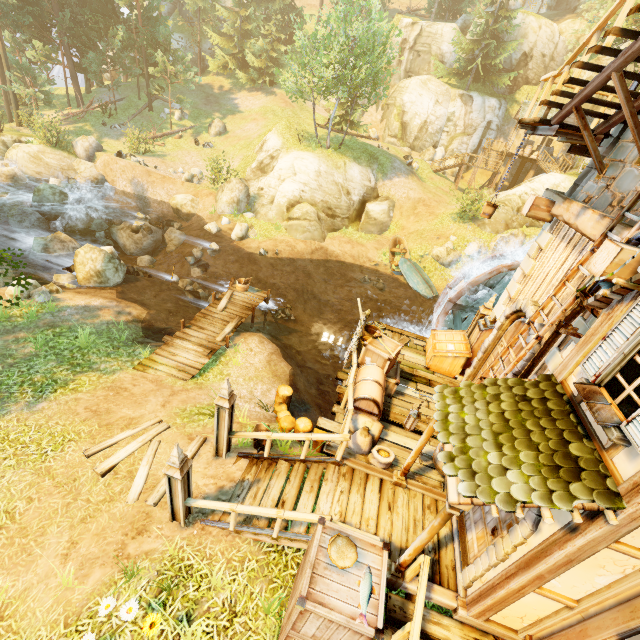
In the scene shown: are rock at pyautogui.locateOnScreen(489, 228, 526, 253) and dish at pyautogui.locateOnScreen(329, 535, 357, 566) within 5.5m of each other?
no

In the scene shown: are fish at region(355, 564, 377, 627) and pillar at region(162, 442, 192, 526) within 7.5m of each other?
yes

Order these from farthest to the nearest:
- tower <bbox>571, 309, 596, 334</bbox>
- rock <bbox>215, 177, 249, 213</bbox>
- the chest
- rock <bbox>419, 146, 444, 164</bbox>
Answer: rock <bbox>419, 146, 444, 164</bbox>, rock <bbox>215, 177, 249, 213</bbox>, the chest, tower <bbox>571, 309, 596, 334</bbox>

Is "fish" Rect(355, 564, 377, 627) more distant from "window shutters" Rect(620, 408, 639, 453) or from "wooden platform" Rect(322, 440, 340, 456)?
"window shutters" Rect(620, 408, 639, 453)

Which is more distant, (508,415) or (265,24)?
(265,24)

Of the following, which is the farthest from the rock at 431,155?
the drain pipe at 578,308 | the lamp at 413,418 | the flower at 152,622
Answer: the flower at 152,622

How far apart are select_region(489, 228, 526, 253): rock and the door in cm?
1987

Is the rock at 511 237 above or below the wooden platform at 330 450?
above
